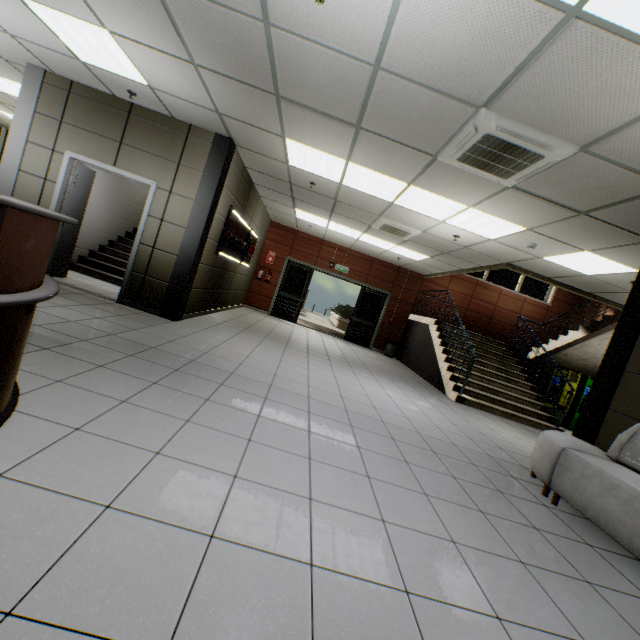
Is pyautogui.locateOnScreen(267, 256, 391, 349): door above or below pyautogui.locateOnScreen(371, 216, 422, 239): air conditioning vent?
below

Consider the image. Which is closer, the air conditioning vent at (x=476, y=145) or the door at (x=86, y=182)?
the air conditioning vent at (x=476, y=145)

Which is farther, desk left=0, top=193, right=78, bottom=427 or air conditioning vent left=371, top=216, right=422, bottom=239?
air conditioning vent left=371, top=216, right=422, bottom=239

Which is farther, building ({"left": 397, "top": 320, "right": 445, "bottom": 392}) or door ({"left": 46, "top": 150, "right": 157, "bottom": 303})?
building ({"left": 397, "top": 320, "right": 445, "bottom": 392})

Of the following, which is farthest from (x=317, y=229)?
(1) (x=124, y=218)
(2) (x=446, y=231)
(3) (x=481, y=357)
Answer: (3) (x=481, y=357)

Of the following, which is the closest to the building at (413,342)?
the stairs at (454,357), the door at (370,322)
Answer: the stairs at (454,357)

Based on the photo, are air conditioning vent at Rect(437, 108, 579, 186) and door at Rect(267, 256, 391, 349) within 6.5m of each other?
no

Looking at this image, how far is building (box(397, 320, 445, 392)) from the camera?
8.8 meters
